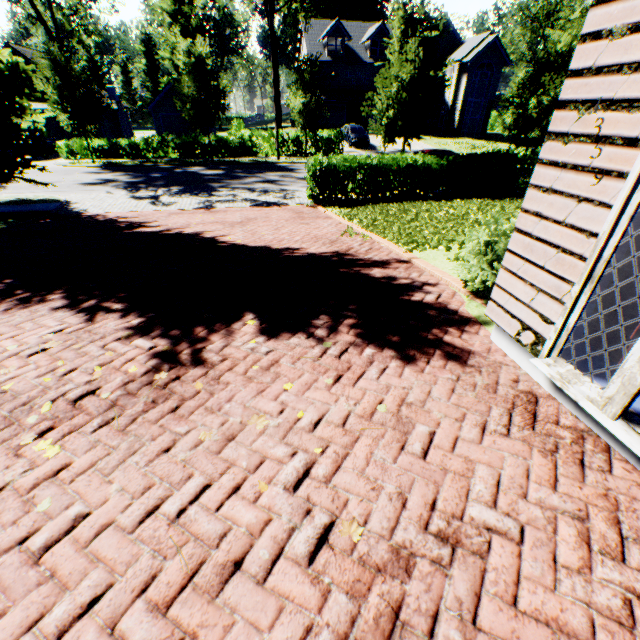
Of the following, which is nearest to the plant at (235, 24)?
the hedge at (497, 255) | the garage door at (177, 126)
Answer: the garage door at (177, 126)

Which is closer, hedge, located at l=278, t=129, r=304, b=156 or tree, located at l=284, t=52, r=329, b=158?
tree, located at l=284, t=52, r=329, b=158

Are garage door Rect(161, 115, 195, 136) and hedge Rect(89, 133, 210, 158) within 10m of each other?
yes

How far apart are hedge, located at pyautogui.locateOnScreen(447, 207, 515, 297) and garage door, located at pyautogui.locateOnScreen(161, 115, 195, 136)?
36.7 meters

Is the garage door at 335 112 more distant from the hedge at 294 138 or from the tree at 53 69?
the hedge at 294 138

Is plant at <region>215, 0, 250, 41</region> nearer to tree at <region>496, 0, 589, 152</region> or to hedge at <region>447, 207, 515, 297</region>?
tree at <region>496, 0, 589, 152</region>

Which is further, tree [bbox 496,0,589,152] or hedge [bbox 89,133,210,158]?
hedge [bbox 89,133,210,158]

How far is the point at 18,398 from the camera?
2.94m
